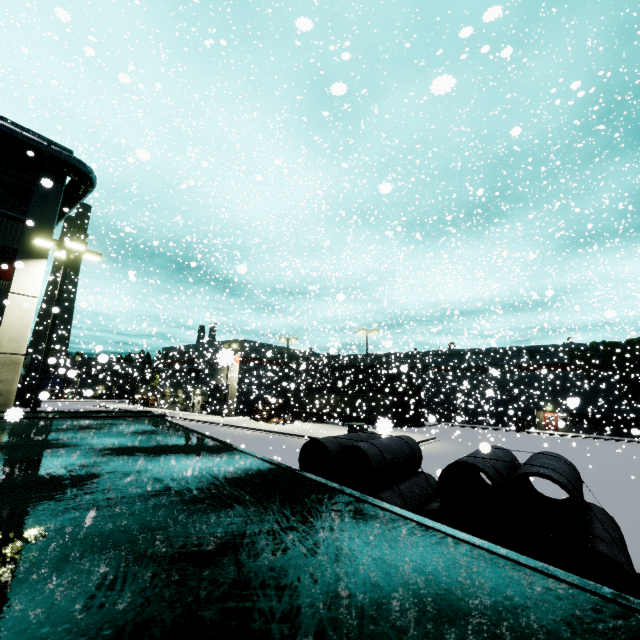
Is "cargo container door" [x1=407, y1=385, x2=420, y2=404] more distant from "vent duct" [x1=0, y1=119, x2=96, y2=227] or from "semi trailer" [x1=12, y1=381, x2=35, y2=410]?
"semi trailer" [x1=12, y1=381, x2=35, y2=410]

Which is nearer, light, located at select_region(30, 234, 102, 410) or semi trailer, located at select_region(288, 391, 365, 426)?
light, located at select_region(30, 234, 102, 410)

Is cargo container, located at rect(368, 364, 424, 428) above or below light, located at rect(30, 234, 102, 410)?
below

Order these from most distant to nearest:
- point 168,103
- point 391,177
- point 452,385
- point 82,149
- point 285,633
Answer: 1. point 452,385
2. point 168,103
3. point 391,177
4. point 82,149
5. point 285,633

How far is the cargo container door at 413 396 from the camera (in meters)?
36.47

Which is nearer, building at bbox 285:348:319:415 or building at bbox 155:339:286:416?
building at bbox 155:339:286:416

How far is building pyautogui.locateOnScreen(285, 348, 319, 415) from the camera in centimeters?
3589cm

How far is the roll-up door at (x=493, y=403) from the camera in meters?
34.6
